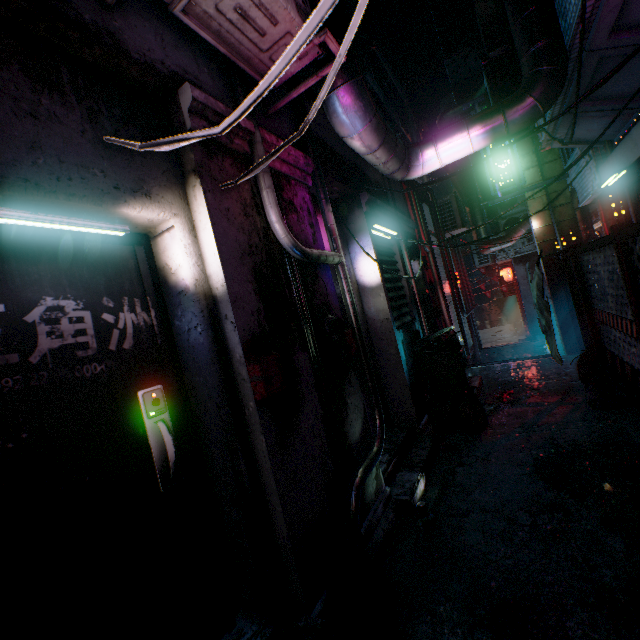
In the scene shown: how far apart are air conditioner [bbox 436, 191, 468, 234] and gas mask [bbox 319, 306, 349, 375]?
6.59m

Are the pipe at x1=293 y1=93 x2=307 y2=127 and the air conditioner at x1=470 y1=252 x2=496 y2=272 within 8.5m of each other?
no

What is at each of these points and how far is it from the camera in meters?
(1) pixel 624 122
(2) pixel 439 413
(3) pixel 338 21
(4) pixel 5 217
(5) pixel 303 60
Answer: (1) building support, 3.9
(2) trash bag, 3.9
(3) air duct, 2.2
(4) fluorescent light, 1.2
(5) air conditioner, 2.0

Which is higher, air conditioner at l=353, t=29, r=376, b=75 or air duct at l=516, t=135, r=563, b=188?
air conditioner at l=353, t=29, r=376, b=75

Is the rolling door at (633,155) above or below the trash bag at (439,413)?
above

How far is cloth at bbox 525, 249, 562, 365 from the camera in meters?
3.1 m

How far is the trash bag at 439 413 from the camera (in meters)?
3.63

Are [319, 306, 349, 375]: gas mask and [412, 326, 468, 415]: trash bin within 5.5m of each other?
yes
